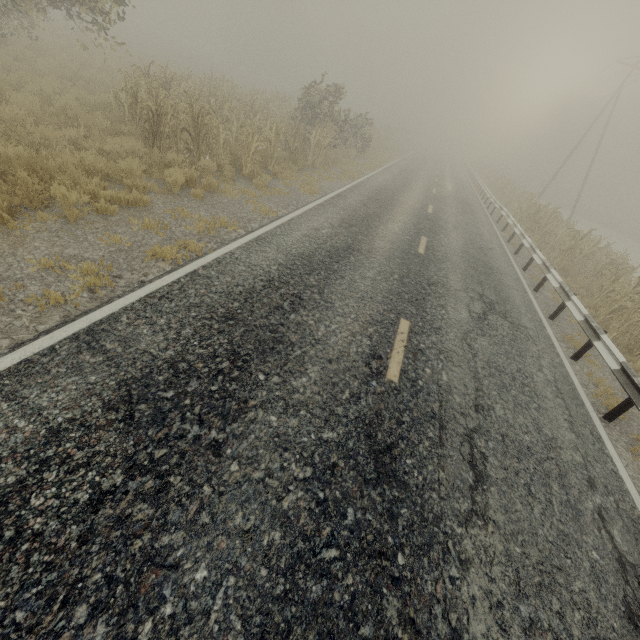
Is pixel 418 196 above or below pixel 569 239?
below

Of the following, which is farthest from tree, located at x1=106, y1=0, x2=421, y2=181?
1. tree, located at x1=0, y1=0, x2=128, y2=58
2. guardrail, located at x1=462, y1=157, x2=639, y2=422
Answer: guardrail, located at x1=462, y1=157, x2=639, y2=422

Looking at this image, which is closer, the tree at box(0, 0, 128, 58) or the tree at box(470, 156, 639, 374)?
the tree at box(470, 156, 639, 374)

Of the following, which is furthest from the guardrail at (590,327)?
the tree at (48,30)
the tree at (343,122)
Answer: the tree at (343,122)

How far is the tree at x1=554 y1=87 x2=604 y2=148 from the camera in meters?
57.6

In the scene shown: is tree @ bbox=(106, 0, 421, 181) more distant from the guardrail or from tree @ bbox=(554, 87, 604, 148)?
the guardrail
